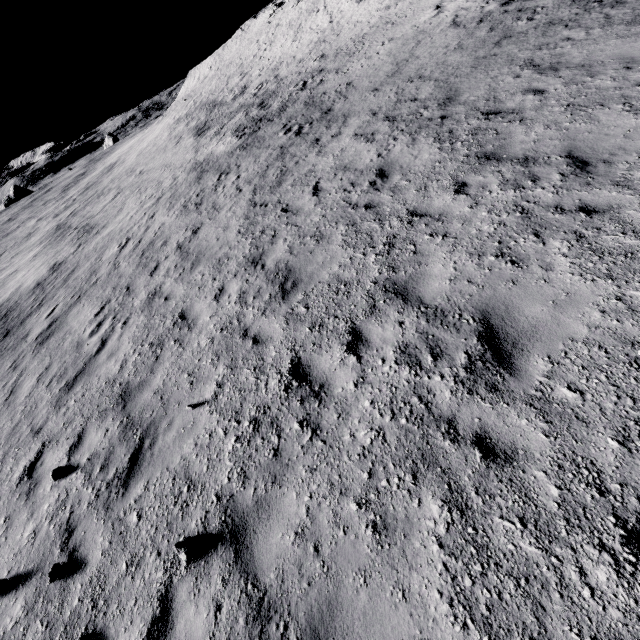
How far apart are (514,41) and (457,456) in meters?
13.9
